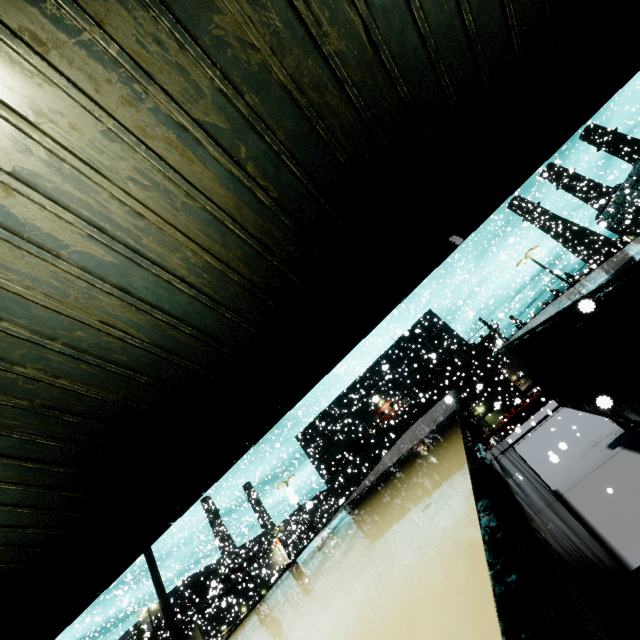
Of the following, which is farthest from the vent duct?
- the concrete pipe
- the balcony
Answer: the concrete pipe

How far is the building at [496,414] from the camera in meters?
32.2 m

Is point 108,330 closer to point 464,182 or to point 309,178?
point 309,178

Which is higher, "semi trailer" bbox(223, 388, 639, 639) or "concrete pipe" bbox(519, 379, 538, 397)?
"semi trailer" bbox(223, 388, 639, 639)

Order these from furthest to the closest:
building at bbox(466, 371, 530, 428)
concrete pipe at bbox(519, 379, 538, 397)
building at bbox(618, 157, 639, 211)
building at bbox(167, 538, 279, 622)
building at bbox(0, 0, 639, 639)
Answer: building at bbox(618, 157, 639, 211) < building at bbox(167, 538, 279, 622) < concrete pipe at bbox(519, 379, 538, 397) < building at bbox(466, 371, 530, 428) < building at bbox(0, 0, 639, 639)

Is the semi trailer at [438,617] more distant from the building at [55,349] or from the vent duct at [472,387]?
the vent duct at [472,387]

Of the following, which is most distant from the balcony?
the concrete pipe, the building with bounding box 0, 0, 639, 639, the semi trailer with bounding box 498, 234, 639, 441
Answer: the concrete pipe

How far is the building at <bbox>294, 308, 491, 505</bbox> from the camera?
36.8m
